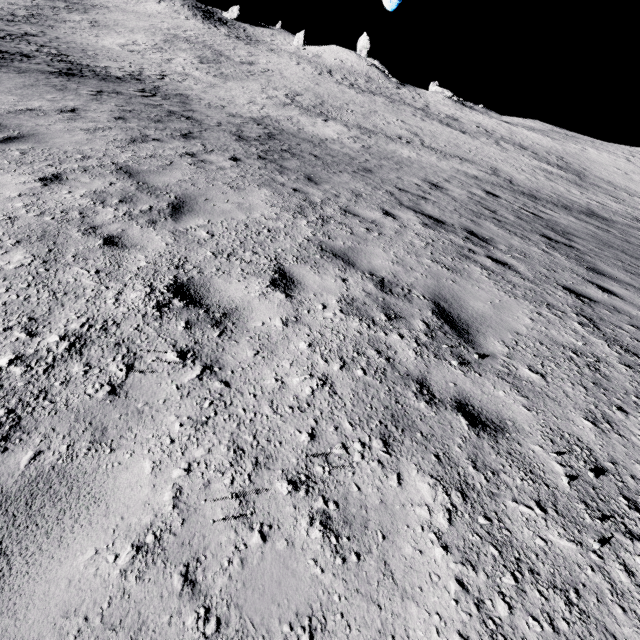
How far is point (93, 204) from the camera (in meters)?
4.36
